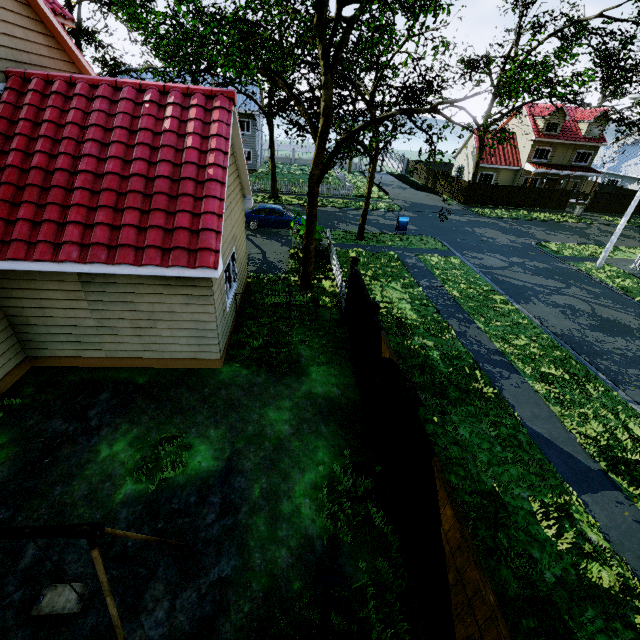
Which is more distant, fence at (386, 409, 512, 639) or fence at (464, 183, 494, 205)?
fence at (464, 183, 494, 205)

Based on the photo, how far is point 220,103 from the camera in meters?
7.9 m

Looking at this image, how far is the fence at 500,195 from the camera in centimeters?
3269cm

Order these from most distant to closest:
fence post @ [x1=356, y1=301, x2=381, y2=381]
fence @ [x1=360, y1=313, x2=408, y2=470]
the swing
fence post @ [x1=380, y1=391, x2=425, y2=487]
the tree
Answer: the tree < fence post @ [x1=356, y1=301, x2=381, y2=381] < fence @ [x1=360, y1=313, x2=408, y2=470] < fence post @ [x1=380, y1=391, x2=425, y2=487] < the swing

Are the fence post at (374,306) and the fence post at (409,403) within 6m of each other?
yes

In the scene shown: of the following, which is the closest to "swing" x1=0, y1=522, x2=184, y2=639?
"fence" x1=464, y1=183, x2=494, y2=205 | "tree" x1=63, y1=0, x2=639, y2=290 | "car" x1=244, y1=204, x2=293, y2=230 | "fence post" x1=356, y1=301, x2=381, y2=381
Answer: "tree" x1=63, y1=0, x2=639, y2=290

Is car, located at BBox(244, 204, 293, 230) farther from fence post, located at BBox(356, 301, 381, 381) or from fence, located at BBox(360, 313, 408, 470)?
fence post, located at BBox(356, 301, 381, 381)

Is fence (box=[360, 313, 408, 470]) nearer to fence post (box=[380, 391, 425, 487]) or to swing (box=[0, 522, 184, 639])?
fence post (box=[380, 391, 425, 487])
